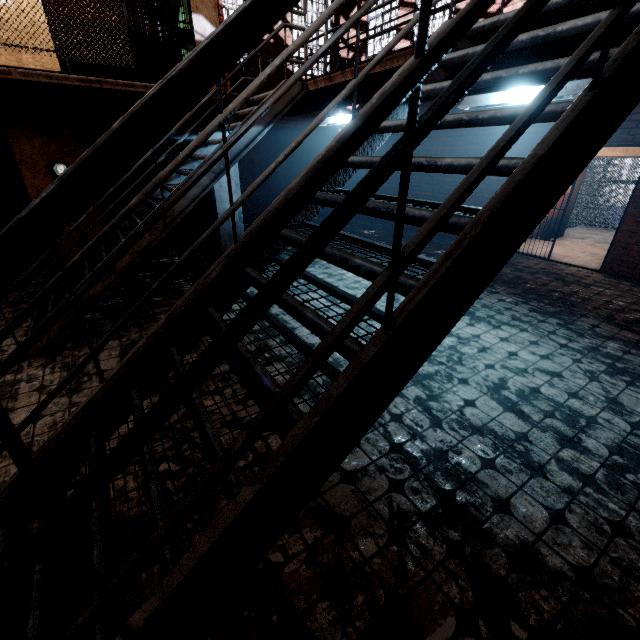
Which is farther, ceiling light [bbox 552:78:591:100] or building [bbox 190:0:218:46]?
building [bbox 190:0:218:46]

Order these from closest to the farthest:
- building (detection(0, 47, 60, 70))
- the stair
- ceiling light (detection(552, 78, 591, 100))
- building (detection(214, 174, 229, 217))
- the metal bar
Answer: the stair < ceiling light (detection(552, 78, 591, 100)) < building (detection(0, 47, 60, 70)) < the metal bar < building (detection(214, 174, 229, 217))

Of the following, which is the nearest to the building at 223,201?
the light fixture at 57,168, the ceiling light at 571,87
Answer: the light fixture at 57,168

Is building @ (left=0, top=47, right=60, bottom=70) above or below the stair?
above

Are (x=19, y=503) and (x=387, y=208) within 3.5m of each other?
yes

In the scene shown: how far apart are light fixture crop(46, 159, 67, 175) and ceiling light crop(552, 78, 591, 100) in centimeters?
581cm

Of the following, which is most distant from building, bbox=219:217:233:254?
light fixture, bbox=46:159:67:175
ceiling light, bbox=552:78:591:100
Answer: ceiling light, bbox=552:78:591:100
